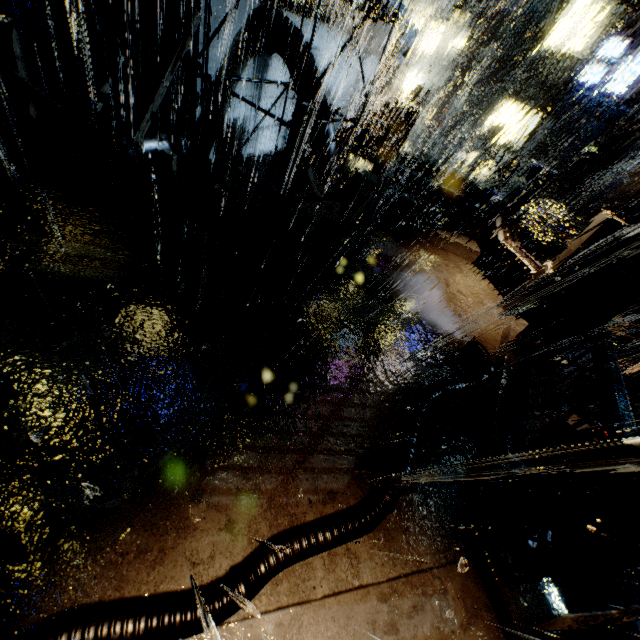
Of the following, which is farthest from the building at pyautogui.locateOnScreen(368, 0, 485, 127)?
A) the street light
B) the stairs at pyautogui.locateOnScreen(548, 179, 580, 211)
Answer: the street light

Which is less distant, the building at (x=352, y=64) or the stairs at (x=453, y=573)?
the stairs at (x=453, y=573)

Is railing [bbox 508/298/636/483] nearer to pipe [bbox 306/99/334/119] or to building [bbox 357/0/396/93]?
building [bbox 357/0/396/93]

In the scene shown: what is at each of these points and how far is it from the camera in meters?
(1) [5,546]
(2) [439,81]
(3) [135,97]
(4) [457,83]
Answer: (1) railing, 2.8 m
(2) building, 24.8 m
(3) building, 9.3 m
(4) support beam, 21.8 m

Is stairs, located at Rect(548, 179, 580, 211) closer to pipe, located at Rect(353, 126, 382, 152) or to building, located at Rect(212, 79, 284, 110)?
building, located at Rect(212, 79, 284, 110)

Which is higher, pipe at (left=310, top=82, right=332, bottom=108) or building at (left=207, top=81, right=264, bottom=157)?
pipe at (left=310, top=82, right=332, bottom=108)

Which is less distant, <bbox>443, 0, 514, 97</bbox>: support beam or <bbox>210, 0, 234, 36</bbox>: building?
<bbox>210, 0, 234, 36</bbox>: building

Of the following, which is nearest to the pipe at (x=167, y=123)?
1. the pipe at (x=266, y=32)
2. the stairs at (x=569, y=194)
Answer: the pipe at (x=266, y=32)
